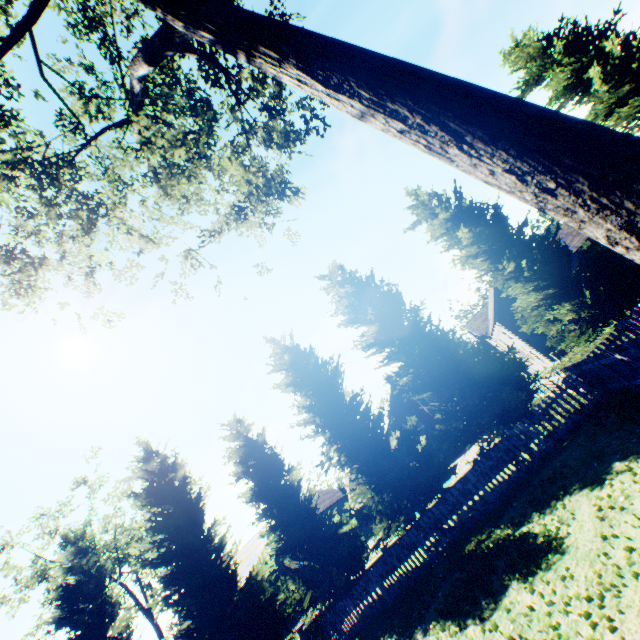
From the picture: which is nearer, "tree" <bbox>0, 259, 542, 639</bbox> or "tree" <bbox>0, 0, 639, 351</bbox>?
"tree" <bbox>0, 0, 639, 351</bbox>

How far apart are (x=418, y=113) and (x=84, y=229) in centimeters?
1397cm

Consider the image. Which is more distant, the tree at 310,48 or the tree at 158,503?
the tree at 158,503
